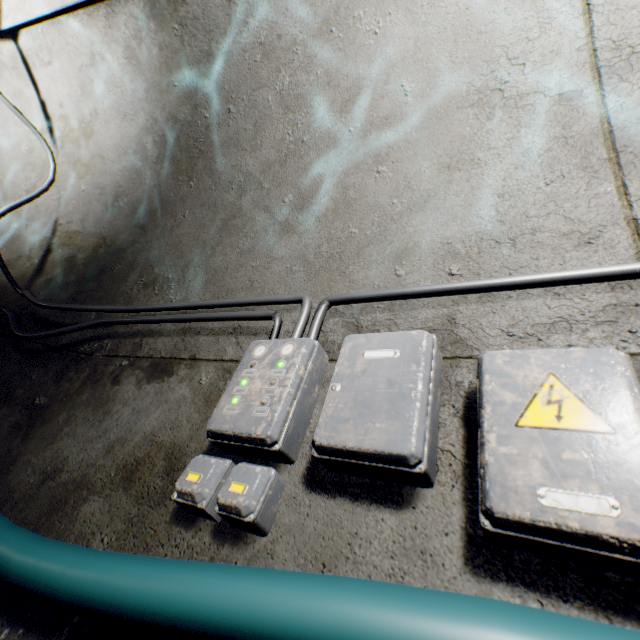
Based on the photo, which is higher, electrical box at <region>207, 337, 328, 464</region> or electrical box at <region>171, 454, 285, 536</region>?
electrical box at <region>207, 337, 328, 464</region>

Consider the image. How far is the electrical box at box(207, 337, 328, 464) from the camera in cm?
93

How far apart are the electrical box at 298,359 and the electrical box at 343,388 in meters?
0.1

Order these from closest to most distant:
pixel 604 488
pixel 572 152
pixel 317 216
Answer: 1. pixel 604 488
2. pixel 572 152
3. pixel 317 216

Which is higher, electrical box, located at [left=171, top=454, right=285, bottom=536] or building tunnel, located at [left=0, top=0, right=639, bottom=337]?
building tunnel, located at [left=0, top=0, right=639, bottom=337]

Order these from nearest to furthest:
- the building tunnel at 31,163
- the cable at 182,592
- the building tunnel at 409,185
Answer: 1. the cable at 182,592
2. the building tunnel at 409,185
3. the building tunnel at 31,163

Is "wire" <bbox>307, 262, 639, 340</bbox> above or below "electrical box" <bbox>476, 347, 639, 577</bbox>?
above

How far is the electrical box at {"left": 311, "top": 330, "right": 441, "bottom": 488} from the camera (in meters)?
0.73
